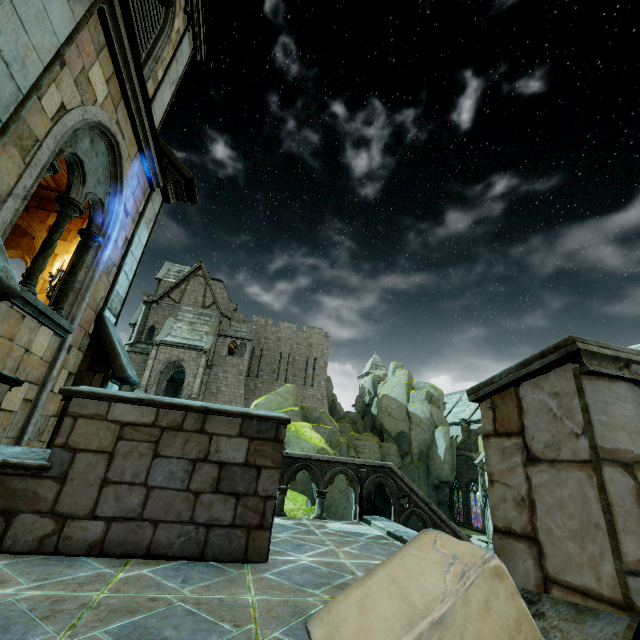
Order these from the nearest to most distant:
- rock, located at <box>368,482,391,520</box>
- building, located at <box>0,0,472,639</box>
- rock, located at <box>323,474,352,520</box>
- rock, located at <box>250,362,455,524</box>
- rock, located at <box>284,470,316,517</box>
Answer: building, located at <box>0,0,472,639</box>, rock, located at <box>284,470,316,517</box>, rock, located at <box>323,474,352,520</box>, rock, located at <box>250,362,455,524</box>, rock, located at <box>368,482,391,520</box>

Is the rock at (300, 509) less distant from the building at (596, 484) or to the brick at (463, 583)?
the building at (596, 484)

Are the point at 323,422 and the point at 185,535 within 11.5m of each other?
no

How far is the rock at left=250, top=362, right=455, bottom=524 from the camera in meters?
24.5

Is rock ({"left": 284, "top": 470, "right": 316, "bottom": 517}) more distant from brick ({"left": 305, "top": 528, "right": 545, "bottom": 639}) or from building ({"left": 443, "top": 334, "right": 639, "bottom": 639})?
brick ({"left": 305, "top": 528, "right": 545, "bottom": 639})
